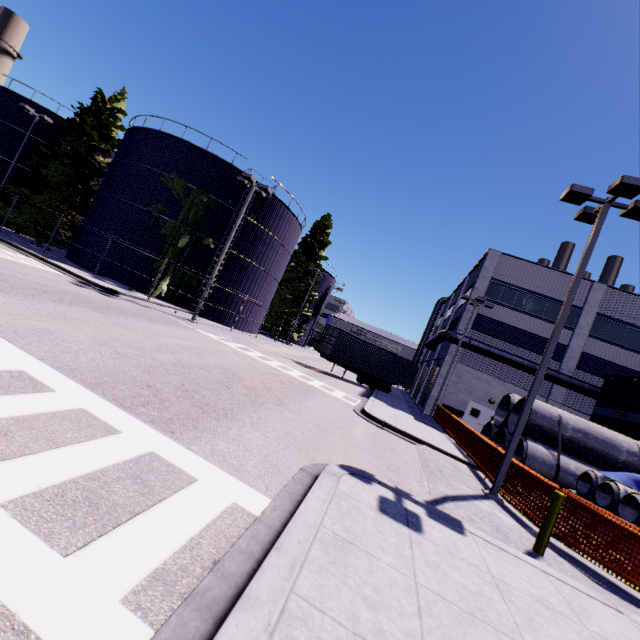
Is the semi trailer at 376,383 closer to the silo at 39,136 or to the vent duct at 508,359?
the silo at 39,136

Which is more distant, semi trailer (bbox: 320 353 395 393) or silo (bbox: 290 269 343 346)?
silo (bbox: 290 269 343 346)

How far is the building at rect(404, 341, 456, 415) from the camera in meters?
26.5

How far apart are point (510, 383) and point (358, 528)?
25.7m

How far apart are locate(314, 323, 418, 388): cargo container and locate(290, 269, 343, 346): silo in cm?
2004

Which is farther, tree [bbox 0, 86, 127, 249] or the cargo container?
tree [bbox 0, 86, 127, 249]

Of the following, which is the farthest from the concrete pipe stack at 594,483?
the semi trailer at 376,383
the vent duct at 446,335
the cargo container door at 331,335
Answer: the cargo container door at 331,335

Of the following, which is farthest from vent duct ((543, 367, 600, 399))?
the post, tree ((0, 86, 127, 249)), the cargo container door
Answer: the cargo container door
